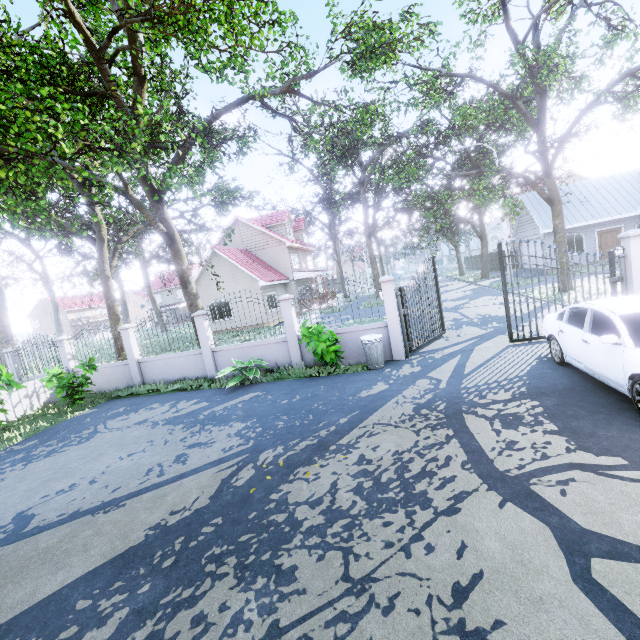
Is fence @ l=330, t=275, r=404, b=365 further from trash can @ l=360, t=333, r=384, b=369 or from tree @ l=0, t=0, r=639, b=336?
trash can @ l=360, t=333, r=384, b=369

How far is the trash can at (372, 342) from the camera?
9.2 meters

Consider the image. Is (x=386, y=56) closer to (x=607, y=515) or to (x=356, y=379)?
(x=356, y=379)

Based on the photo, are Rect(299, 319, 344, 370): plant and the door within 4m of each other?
no

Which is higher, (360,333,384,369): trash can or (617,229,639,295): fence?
(617,229,639,295): fence

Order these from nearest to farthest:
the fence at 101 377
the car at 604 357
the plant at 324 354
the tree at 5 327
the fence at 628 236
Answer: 1. the car at 604 357
2. the fence at 628 236
3. the plant at 324 354
4. the fence at 101 377
5. the tree at 5 327

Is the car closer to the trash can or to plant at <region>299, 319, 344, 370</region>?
the trash can

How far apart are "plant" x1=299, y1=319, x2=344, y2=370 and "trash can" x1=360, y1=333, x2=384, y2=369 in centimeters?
57cm
